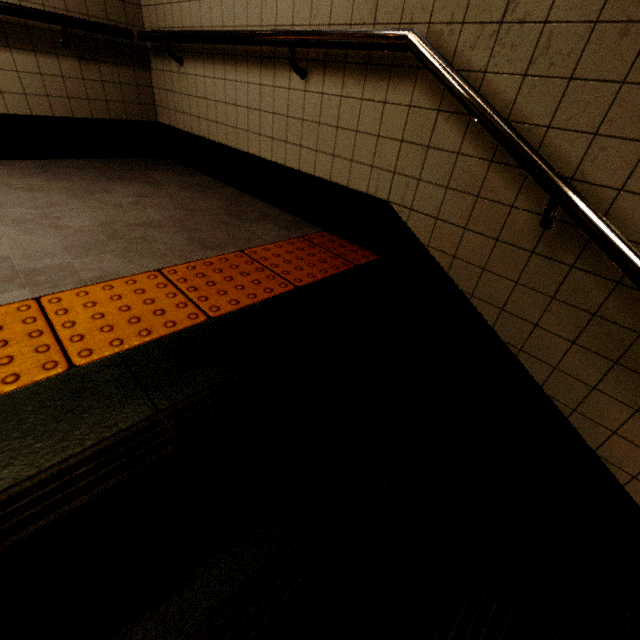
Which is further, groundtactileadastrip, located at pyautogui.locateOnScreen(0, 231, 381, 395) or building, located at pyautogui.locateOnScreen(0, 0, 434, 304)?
building, located at pyautogui.locateOnScreen(0, 0, 434, 304)

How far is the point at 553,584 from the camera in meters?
1.3

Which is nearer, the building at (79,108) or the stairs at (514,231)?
the stairs at (514,231)

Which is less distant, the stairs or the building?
the stairs

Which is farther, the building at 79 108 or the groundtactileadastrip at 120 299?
the building at 79 108
